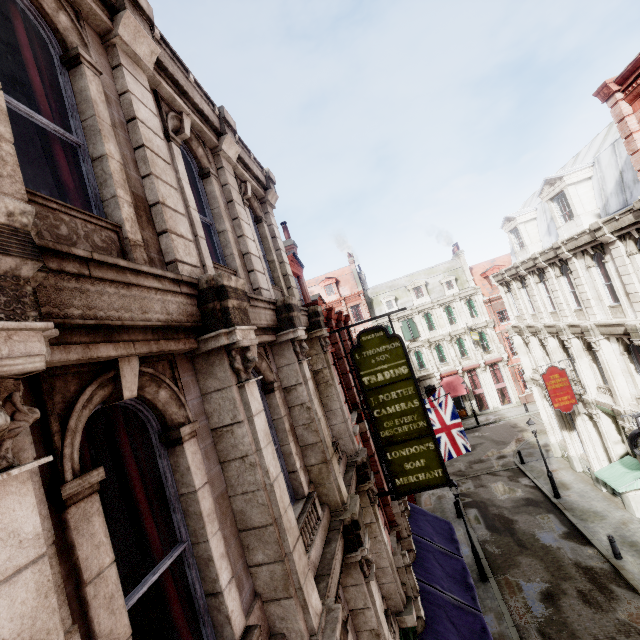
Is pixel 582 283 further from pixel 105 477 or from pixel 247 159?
pixel 105 477

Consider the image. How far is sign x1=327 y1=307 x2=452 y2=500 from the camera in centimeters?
838cm

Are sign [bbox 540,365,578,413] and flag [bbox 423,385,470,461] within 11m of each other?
yes

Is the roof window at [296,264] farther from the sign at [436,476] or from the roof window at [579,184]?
the roof window at [579,184]

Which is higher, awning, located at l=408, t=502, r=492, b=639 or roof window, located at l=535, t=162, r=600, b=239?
roof window, located at l=535, t=162, r=600, b=239

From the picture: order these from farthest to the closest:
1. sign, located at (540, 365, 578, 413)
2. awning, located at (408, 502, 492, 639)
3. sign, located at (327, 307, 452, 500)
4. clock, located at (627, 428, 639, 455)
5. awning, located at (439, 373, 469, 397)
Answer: awning, located at (439, 373, 469, 397), sign, located at (540, 365, 578, 413), clock, located at (627, 428, 639, 455), awning, located at (408, 502, 492, 639), sign, located at (327, 307, 452, 500)

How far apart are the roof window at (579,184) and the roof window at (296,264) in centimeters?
1244cm

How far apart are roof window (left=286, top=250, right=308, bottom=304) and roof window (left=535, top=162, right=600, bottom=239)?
12.4m
